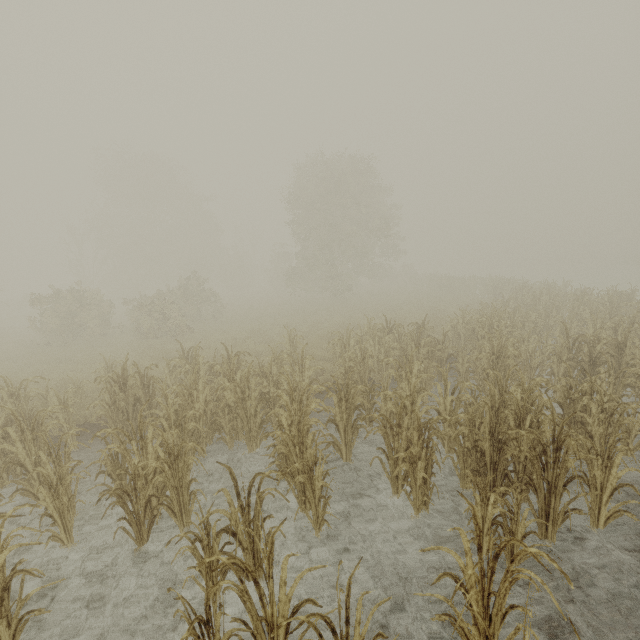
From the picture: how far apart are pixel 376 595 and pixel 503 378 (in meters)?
5.73
